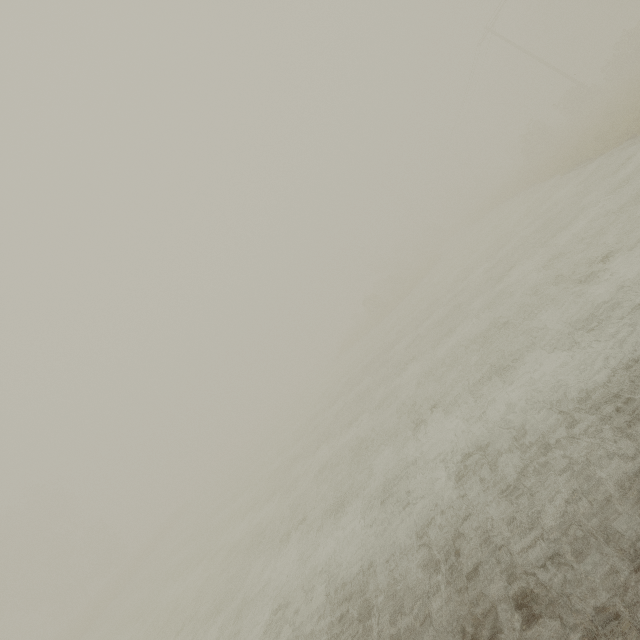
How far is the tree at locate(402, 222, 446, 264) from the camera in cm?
4888

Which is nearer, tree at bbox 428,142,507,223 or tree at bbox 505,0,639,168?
tree at bbox 505,0,639,168

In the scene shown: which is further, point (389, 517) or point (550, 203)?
point (550, 203)

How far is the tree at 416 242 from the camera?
48.9m

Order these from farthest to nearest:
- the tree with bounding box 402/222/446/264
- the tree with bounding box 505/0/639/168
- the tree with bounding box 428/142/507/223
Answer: the tree with bounding box 428/142/507/223 < the tree with bounding box 402/222/446/264 < the tree with bounding box 505/0/639/168
